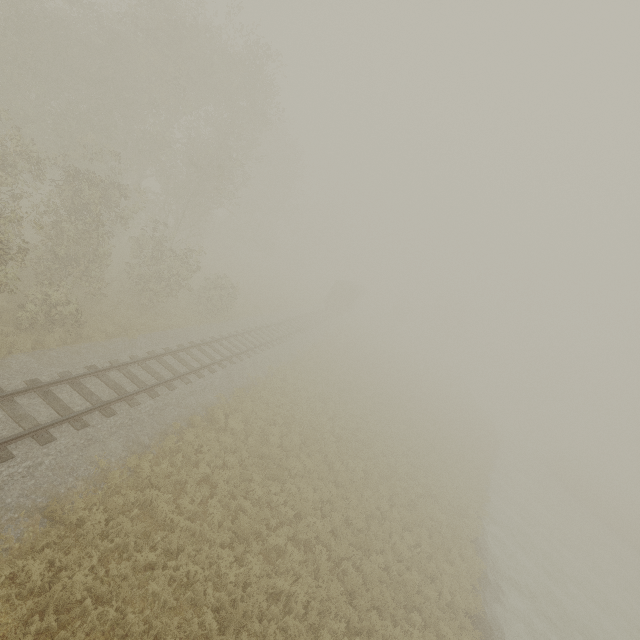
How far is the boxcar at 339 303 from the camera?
44.1 meters

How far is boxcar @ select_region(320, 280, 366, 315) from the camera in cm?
4412

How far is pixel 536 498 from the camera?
29.92m
